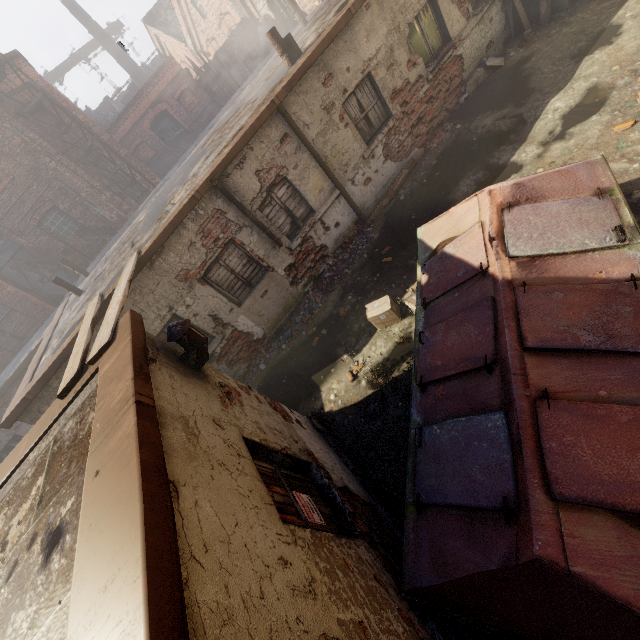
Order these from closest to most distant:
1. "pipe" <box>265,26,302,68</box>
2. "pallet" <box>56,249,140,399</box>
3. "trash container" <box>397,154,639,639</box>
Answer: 1. "trash container" <box>397,154,639,639</box>
2. "pallet" <box>56,249,140,399</box>
3. "pipe" <box>265,26,302,68</box>

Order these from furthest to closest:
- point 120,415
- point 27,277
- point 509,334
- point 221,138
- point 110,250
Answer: point 27,277, point 110,250, point 221,138, point 509,334, point 120,415

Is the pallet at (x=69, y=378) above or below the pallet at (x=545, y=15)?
above

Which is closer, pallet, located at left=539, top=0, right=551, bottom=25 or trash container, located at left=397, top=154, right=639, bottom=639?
trash container, located at left=397, top=154, right=639, bottom=639

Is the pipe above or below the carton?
above

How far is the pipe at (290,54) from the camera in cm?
710

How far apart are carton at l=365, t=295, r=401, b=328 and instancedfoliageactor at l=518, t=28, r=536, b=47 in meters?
8.1 m

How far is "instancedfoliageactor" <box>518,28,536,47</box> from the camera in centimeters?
825cm
